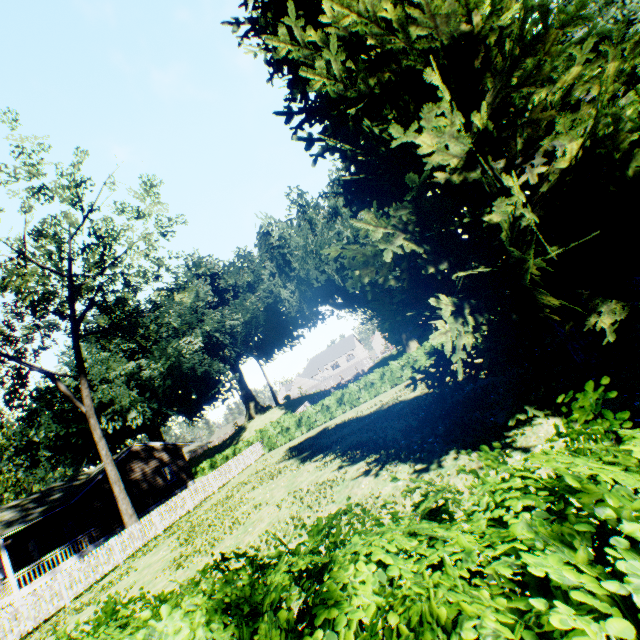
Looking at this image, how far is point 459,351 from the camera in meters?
6.2

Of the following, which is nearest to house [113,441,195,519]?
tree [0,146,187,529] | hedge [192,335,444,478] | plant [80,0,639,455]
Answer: plant [80,0,639,455]

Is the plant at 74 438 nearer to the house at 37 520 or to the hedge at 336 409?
the house at 37 520

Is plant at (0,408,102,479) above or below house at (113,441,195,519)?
above

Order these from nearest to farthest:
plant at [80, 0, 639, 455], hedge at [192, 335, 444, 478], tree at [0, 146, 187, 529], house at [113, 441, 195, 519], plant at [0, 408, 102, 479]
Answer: plant at [80, 0, 639, 455] < tree at [0, 146, 187, 529] < hedge at [192, 335, 444, 478] < house at [113, 441, 195, 519] < plant at [0, 408, 102, 479]

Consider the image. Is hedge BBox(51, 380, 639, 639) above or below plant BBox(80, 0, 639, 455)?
below

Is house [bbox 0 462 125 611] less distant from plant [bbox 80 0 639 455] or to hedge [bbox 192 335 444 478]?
plant [bbox 80 0 639 455]

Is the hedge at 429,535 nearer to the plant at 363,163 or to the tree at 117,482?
the plant at 363,163
